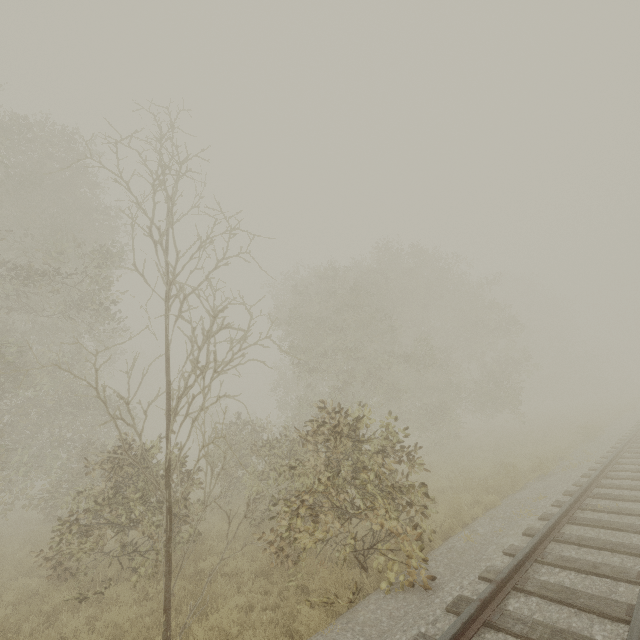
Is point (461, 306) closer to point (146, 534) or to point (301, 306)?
point (301, 306)
